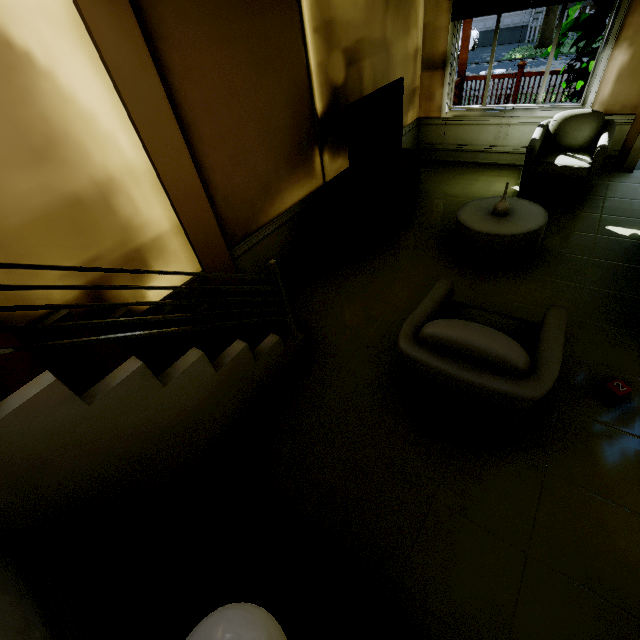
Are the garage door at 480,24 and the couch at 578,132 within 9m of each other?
no

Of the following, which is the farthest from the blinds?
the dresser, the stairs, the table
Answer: the dresser

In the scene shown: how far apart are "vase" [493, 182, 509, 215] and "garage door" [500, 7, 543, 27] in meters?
23.5 m

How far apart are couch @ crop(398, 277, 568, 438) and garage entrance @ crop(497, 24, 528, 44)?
23.9 meters

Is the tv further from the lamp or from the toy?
the lamp

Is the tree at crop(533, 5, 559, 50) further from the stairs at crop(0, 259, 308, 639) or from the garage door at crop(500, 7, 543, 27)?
the stairs at crop(0, 259, 308, 639)

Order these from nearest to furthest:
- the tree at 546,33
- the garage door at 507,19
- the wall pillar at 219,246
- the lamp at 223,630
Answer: the lamp at 223,630 → the wall pillar at 219,246 → the tree at 546,33 → the garage door at 507,19

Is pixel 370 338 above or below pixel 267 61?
below
